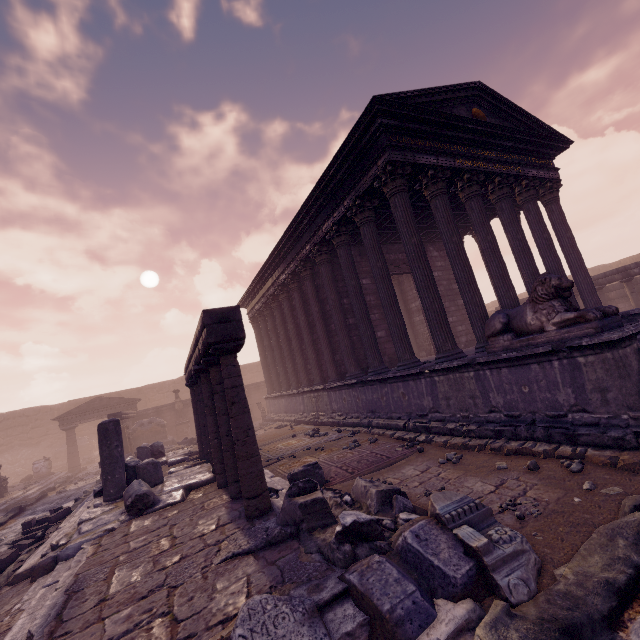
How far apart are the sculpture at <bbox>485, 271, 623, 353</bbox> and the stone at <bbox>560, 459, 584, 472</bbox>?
1.7 meters

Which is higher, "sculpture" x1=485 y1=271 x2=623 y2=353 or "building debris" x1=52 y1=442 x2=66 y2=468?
"sculpture" x1=485 y1=271 x2=623 y2=353

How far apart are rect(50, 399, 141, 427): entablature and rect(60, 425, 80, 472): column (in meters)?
0.02

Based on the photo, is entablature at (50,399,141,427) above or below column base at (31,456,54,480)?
above

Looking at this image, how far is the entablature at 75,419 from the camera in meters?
20.0 m

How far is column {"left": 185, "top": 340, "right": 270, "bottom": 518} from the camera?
4.6m

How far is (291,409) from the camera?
16.03m

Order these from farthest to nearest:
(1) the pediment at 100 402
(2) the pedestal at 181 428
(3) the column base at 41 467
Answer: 1. (2) the pedestal at 181 428
2. (1) the pediment at 100 402
3. (3) the column base at 41 467
